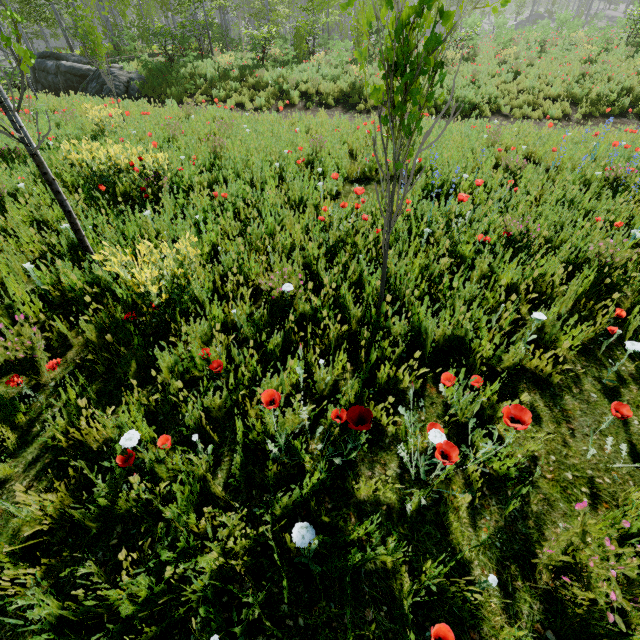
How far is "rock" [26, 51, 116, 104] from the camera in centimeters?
1465cm

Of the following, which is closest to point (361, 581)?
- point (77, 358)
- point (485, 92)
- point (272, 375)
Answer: point (272, 375)

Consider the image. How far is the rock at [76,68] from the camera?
14.6m

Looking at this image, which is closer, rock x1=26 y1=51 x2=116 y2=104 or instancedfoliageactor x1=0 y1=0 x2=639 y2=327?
instancedfoliageactor x1=0 y1=0 x2=639 y2=327

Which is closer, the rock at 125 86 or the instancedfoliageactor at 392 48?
the instancedfoliageactor at 392 48
